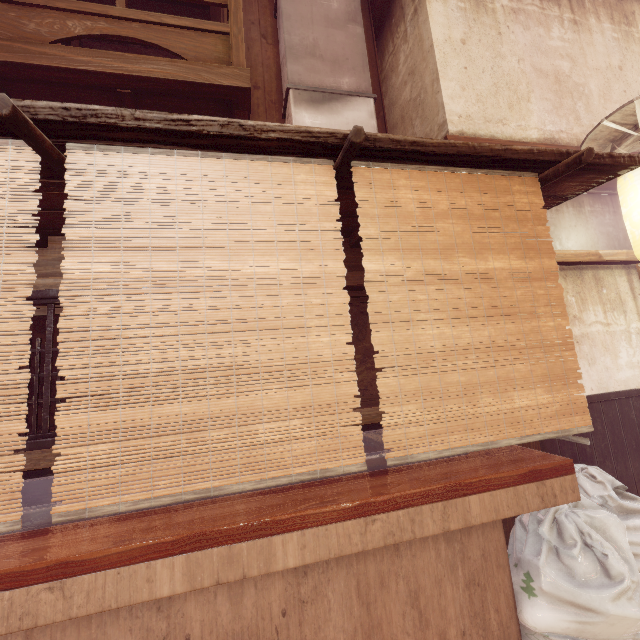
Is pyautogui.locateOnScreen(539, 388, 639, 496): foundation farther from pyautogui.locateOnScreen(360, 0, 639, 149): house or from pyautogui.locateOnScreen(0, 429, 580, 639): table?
pyautogui.locateOnScreen(360, 0, 639, 149): house

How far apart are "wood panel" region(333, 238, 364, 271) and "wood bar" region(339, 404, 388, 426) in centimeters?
231cm

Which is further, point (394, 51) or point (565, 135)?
point (394, 51)

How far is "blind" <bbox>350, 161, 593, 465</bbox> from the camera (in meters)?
3.07

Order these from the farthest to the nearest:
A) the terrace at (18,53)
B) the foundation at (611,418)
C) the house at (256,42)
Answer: the house at (256,42) < the foundation at (611,418) < the terrace at (18,53)

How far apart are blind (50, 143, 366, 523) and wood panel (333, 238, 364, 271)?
2.3 meters

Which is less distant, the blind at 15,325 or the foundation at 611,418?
the blind at 15,325

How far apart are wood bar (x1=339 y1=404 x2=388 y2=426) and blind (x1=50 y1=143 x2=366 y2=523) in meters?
2.1 m
